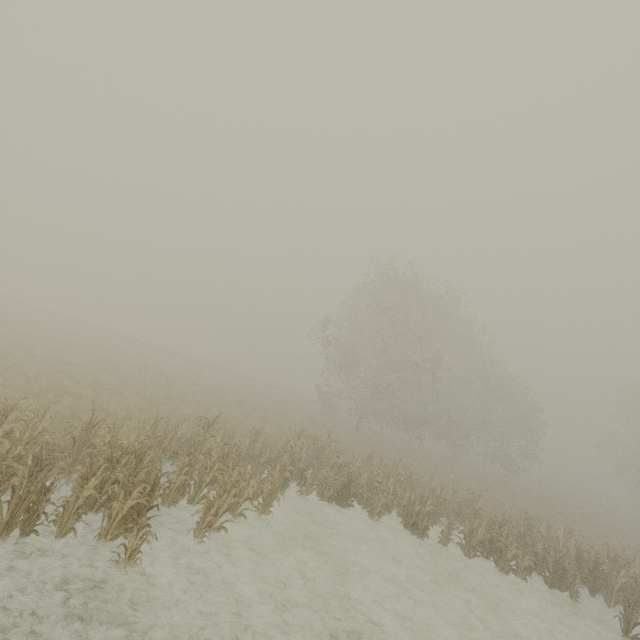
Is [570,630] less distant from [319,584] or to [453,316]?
[319,584]
